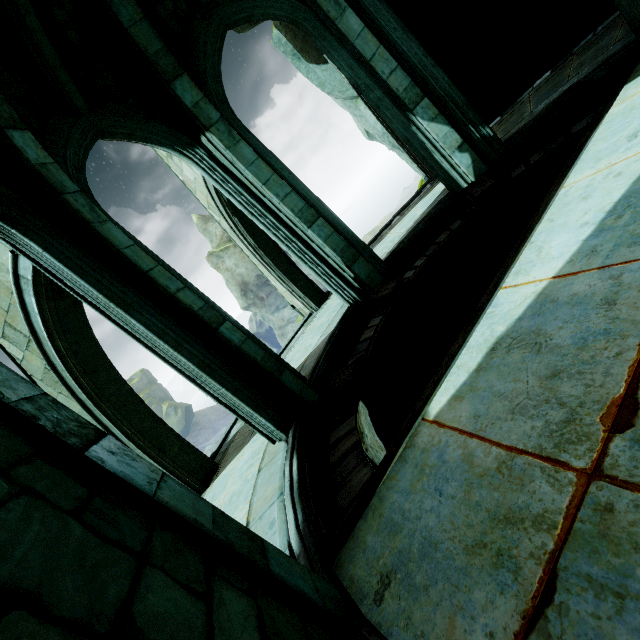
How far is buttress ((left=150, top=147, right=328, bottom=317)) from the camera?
8.1 meters

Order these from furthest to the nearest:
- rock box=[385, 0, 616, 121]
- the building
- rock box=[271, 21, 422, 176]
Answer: rock box=[271, 21, 422, 176]
rock box=[385, 0, 616, 121]
the building

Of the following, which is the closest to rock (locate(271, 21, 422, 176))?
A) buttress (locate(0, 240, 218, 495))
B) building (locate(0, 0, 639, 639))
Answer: building (locate(0, 0, 639, 639))

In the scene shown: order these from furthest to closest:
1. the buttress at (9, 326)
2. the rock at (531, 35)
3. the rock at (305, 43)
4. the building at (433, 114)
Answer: the rock at (305, 43) → the rock at (531, 35) → the buttress at (9, 326) → the building at (433, 114)

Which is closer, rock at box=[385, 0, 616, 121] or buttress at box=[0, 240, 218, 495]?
buttress at box=[0, 240, 218, 495]

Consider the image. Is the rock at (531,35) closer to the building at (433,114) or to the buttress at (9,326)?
the building at (433,114)

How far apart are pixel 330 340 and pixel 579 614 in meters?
5.5 m

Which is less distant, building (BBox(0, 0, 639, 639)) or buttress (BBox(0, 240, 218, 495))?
building (BBox(0, 0, 639, 639))
